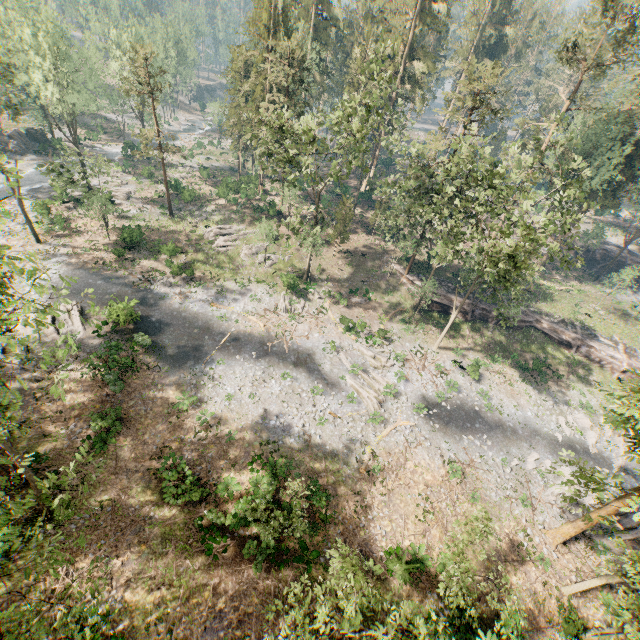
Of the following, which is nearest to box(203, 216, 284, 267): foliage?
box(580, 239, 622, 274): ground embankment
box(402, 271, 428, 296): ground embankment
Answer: box(402, 271, 428, 296): ground embankment

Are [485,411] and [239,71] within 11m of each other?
no

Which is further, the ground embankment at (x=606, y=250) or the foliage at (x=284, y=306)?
the ground embankment at (x=606, y=250)

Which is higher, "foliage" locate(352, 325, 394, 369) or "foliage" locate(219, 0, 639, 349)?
"foliage" locate(219, 0, 639, 349)

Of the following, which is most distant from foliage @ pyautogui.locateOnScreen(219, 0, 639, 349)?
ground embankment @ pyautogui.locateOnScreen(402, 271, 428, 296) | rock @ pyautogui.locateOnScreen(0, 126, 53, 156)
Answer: rock @ pyautogui.locateOnScreen(0, 126, 53, 156)

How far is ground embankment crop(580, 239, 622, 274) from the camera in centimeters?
5031cm

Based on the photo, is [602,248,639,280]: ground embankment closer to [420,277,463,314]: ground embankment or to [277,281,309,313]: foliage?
[277,281,309,313]: foliage

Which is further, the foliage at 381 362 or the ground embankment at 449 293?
the ground embankment at 449 293
